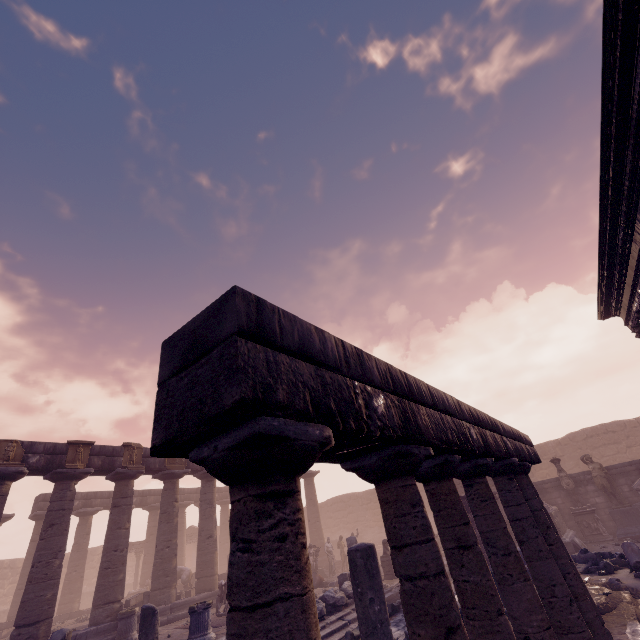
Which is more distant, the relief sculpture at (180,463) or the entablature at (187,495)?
the entablature at (187,495)

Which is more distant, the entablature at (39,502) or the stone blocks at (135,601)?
the entablature at (39,502)

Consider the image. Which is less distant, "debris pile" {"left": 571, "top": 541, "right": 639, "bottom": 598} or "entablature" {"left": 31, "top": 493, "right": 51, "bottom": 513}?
"debris pile" {"left": 571, "top": 541, "right": 639, "bottom": 598}

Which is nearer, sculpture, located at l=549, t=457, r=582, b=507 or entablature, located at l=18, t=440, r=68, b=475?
entablature, located at l=18, t=440, r=68, b=475

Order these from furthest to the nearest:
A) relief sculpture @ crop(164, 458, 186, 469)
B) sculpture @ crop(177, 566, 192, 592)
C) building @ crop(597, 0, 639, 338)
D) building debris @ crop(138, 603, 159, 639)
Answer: sculpture @ crop(177, 566, 192, 592)
relief sculpture @ crop(164, 458, 186, 469)
building debris @ crop(138, 603, 159, 639)
building @ crop(597, 0, 639, 338)

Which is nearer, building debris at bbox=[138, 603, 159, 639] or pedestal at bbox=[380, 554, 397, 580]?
building debris at bbox=[138, 603, 159, 639]

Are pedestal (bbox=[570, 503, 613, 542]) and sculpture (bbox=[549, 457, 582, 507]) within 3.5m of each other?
yes

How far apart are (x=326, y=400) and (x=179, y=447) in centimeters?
62cm
